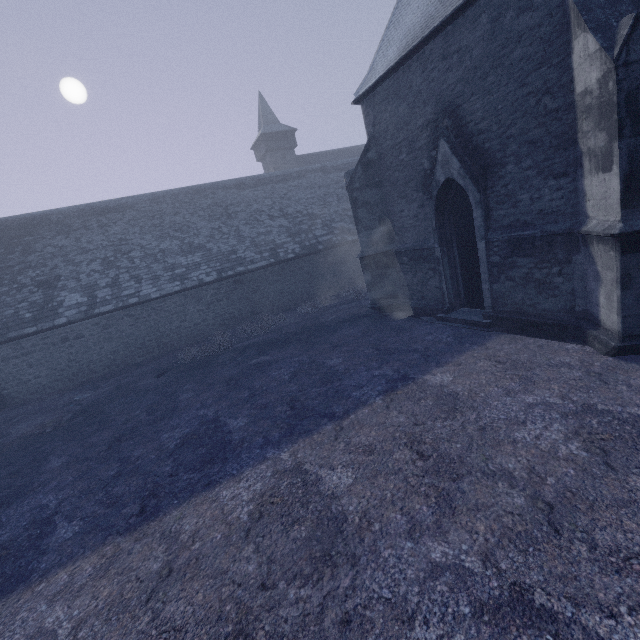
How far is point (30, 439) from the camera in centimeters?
980cm
